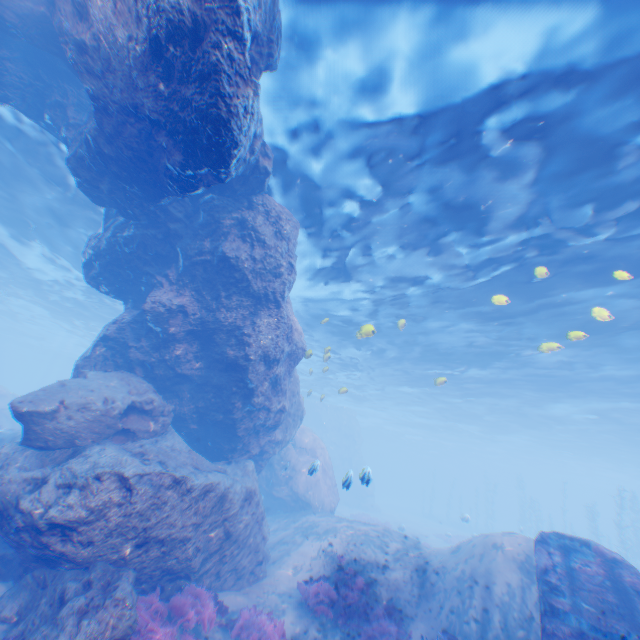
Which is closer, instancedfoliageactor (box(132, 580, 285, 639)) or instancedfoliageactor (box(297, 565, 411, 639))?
instancedfoliageactor (box(132, 580, 285, 639))

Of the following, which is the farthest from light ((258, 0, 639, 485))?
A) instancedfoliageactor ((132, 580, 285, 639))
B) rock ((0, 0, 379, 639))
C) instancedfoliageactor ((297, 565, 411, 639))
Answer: instancedfoliageactor ((132, 580, 285, 639))

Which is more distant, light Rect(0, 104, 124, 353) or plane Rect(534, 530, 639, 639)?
light Rect(0, 104, 124, 353)

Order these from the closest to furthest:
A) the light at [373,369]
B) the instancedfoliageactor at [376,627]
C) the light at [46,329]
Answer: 1. the light at [373,369]
2. the instancedfoliageactor at [376,627]
3. the light at [46,329]

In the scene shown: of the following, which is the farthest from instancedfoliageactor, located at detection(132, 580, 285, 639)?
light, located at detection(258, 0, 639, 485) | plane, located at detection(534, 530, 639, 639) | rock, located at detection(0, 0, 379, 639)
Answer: light, located at detection(258, 0, 639, 485)

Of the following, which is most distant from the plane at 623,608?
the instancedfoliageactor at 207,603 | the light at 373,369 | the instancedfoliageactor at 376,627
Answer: the instancedfoliageactor at 207,603

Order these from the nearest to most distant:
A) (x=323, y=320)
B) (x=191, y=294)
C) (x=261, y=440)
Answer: (x=191, y=294)
(x=261, y=440)
(x=323, y=320)
